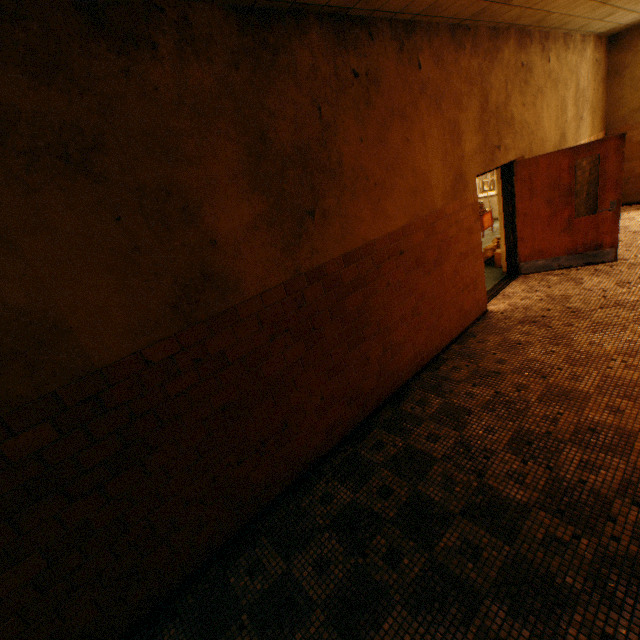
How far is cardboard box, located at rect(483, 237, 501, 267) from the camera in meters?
7.1 m

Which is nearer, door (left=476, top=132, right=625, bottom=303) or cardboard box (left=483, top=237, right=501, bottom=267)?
door (left=476, top=132, right=625, bottom=303)

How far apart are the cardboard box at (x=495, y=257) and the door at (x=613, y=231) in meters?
0.5

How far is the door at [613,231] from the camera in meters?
5.3 m

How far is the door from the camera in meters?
5.3

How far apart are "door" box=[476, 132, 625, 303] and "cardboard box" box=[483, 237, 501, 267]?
0.5 meters

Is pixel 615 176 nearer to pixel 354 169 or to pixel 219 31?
pixel 354 169
